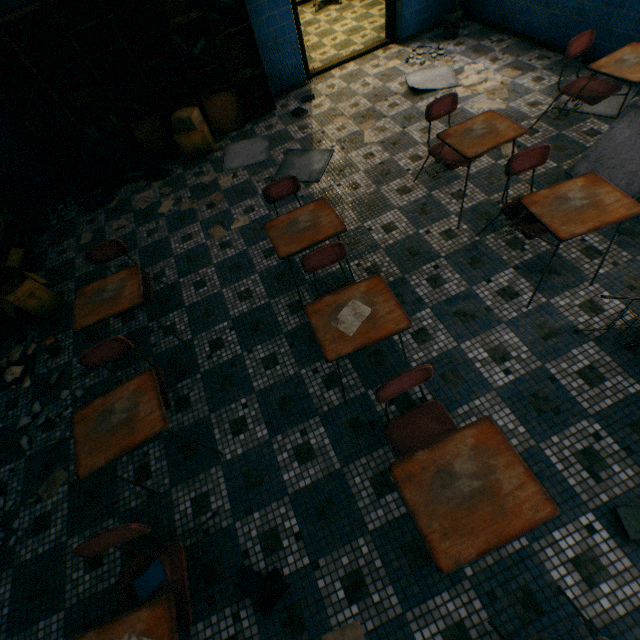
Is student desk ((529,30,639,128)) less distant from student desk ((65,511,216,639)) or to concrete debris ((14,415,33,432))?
student desk ((65,511,216,639))

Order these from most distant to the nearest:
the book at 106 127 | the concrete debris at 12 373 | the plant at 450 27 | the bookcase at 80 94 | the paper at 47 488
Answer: the plant at 450 27 < the book at 106 127 < the bookcase at 80 94 < the concrete debris at 12 373 < the paper at 47 488

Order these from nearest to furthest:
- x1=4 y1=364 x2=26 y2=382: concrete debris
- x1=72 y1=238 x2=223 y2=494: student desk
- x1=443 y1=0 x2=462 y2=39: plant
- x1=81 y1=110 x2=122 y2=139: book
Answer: x1=72 y1=238 x2=223 y2=494: student desk → x1=4 y1=364 x2=26 y2=382: concrete debris → x1=81 y1=110 x2=122 y2=139: book → x1=443 y1=0 x2=462 y2=39: plant

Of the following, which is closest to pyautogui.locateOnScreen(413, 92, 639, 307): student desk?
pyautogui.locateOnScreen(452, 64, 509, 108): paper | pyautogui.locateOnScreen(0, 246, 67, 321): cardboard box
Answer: pyautogui.locateOnScreen(452, 64, 509, 108): paper

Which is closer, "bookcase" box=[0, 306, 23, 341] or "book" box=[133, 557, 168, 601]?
"book" box=[133, 557, 168, 601]

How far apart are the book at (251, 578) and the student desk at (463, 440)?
0.9m

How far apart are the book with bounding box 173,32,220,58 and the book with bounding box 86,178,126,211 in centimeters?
146cm

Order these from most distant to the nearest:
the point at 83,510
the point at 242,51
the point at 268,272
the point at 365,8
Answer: the point at 365,8
the point at 242,51
the point at 268,272
the point at 83,510
